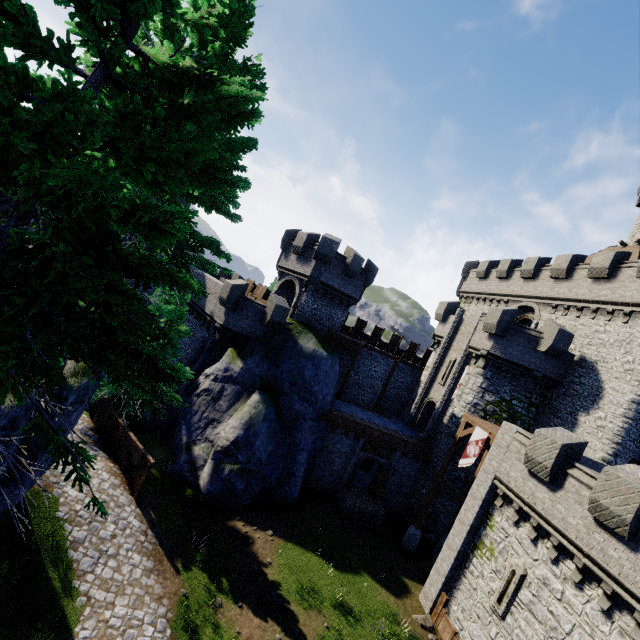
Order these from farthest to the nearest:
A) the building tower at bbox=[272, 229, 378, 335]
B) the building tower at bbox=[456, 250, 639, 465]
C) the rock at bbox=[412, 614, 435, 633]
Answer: the building tower at bbox=[272, 229, 378, 335]
the building tower at bbox=[456, 250, 639, 465]
the rock at bbox=[412, 614, 435, 633]

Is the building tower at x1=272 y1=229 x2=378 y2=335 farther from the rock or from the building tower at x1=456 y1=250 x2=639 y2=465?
the rock

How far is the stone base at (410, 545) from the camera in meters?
21.0

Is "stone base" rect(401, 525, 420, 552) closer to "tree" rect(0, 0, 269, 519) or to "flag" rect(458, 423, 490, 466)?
"flag" rect(458, 423, 490, 466)

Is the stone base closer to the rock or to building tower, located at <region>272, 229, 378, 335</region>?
the rock

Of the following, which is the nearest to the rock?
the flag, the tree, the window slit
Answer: the window slit

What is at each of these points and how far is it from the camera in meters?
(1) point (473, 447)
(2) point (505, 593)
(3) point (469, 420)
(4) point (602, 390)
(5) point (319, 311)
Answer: (1) flag, 19.2 m
(2) window slit, 14.0 m
(3) walkway, 20.5 m
(4) building tower, 19.2 m
(5) building tower, 25.9 m

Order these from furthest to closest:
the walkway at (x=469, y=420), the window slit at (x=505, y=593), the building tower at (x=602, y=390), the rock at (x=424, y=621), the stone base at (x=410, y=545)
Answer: the stone base at (x=410, y=545), the walkway at (x=469, y=420), the building tower at (x=602, y=390), the rock at (x=424, y=621), the window slit at (x=505, y=593)
